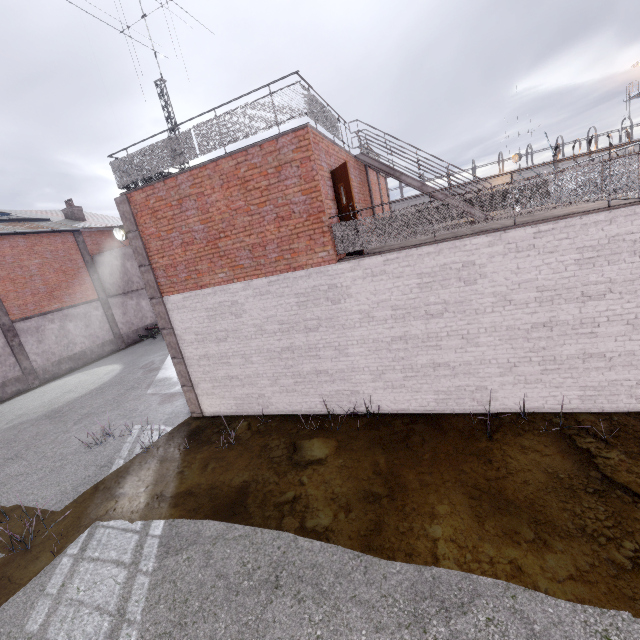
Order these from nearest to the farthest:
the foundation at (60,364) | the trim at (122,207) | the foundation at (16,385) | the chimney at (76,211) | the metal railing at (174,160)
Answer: the metal railing at (174,160) → the trim at (122,207) → the foundation at (16,385) → the foundation at (60,364) → the chimney at (76,211)

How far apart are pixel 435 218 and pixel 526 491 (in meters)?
5.33

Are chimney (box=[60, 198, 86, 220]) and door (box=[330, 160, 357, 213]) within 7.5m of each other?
no

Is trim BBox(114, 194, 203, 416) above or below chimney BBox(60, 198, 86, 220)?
below

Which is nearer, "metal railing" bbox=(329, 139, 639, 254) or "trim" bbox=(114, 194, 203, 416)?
"metal railing" bbox=(329, 139, 639, 254)

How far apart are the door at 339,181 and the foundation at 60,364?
21.5 meters

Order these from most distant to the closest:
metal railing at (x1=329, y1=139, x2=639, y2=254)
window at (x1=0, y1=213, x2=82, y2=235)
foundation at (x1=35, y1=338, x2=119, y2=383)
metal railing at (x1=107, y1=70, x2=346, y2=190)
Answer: foundation at (x1=35, y1=338, x2=119, y2=383) → window at (x1=0, y1=213, x2=82, y2=235) → metal railing at (x1=107, y1=70, x2=346, y2=190) → metal railing at (x1=329, y1=139, x2=639, y2=254)

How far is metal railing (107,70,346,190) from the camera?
7.2m
